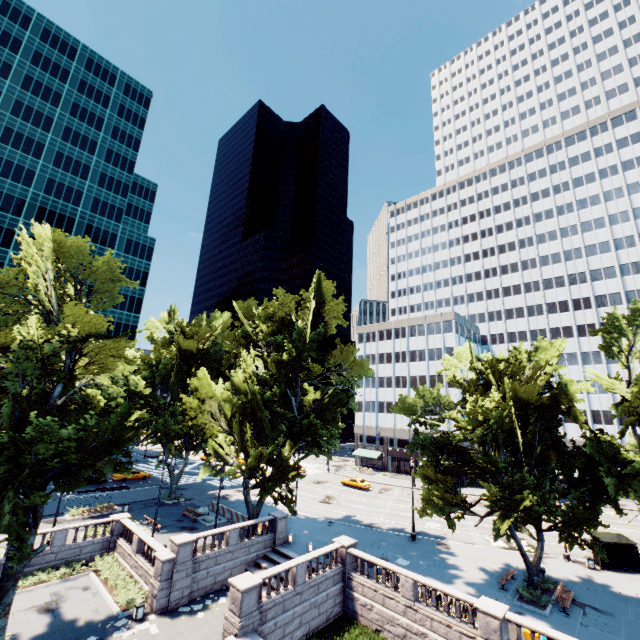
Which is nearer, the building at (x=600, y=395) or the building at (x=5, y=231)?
the building at (x=600, y=395)

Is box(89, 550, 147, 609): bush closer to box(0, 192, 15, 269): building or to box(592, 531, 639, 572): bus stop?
box(592, 531, 639, 572): bus stop

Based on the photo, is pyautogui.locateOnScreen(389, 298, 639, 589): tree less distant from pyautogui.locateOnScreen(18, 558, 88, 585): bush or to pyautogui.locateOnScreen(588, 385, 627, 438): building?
pyautogui.locateOnScreen(588, 385, 627, 438): building

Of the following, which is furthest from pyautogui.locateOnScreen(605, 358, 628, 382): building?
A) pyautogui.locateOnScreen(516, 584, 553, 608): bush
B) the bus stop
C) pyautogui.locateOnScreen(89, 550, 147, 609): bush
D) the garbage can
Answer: the garbage can

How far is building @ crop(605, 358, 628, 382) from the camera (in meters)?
58.03

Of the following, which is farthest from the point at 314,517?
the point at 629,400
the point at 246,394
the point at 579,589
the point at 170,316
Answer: the point at 170,316

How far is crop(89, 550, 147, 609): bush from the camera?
22.1 meters

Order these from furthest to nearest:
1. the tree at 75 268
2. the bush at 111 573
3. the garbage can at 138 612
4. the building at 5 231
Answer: the building at 5 231 < the bush at 111 573 < the garbage can at 138 612 < the tree at 75 268
